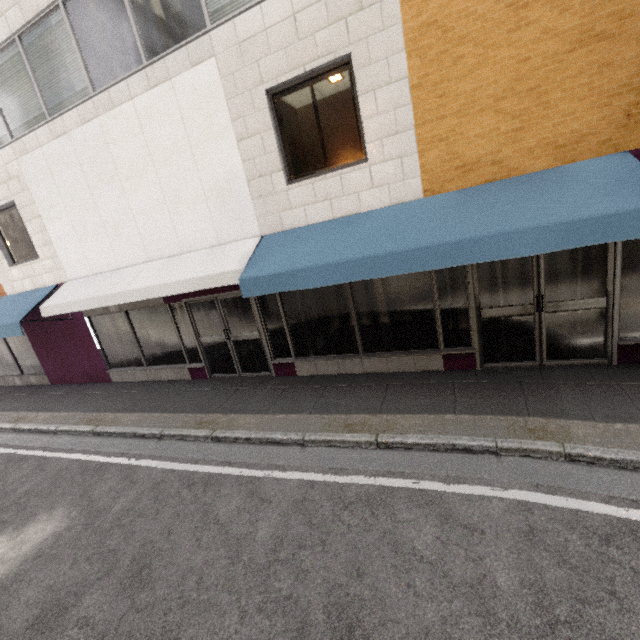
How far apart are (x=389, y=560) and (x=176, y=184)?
7.0 meters
